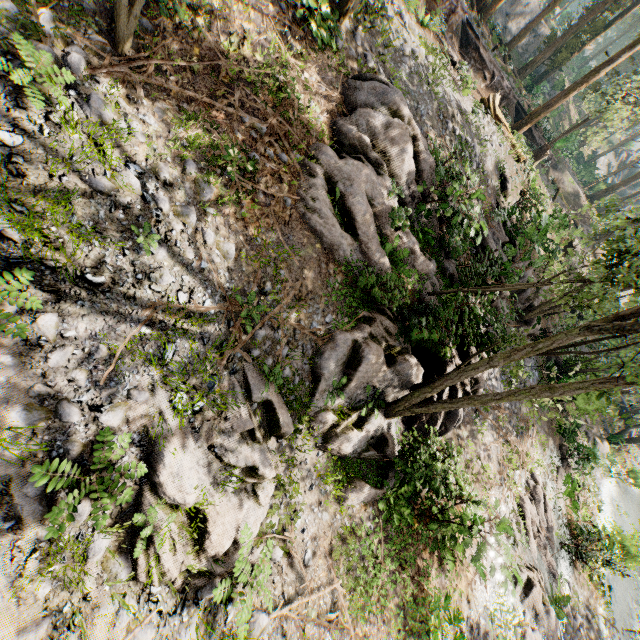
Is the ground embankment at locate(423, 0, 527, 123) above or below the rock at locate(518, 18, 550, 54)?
below

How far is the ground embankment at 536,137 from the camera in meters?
21.0

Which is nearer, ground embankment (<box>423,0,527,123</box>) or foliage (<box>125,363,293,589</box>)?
foliage (<box>125,363,293,589</box>)

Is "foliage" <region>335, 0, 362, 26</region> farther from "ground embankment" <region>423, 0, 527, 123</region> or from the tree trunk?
the tree trunk

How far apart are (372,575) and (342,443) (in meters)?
3.52

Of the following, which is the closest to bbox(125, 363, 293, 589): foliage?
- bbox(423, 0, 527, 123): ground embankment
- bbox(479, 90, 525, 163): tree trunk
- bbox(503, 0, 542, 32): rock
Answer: bbox(423, 0, 527, 123): ground embankment

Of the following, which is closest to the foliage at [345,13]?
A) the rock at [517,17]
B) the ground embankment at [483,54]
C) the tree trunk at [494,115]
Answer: the ground embankment at [483,54]

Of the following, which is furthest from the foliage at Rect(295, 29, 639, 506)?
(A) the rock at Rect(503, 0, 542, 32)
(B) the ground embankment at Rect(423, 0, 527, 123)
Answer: (A) the rock at Rect(503, 0, 542, 32)
